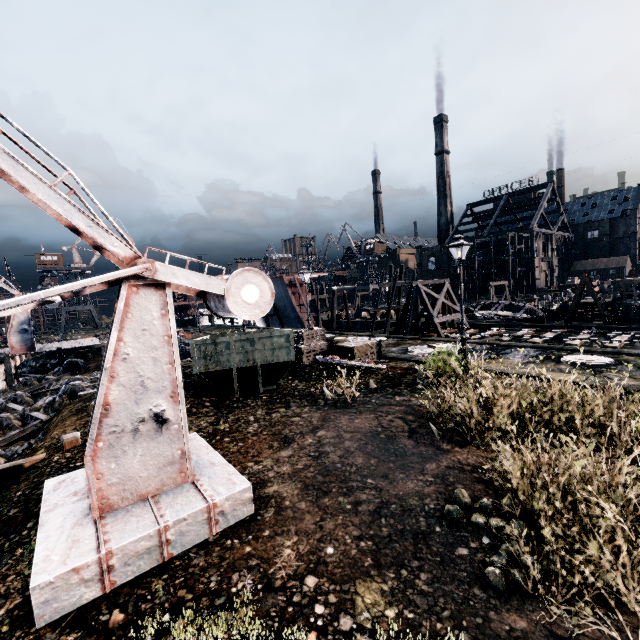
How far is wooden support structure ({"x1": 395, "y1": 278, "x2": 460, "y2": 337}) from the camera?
27.6m

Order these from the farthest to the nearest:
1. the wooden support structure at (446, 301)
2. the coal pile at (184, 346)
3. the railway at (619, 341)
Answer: the wooden support structure at (446, 301) → the coal pile at (184, 346) → the railway at (619, 341)

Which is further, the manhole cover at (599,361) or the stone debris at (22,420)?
the stone debris at (22,420)

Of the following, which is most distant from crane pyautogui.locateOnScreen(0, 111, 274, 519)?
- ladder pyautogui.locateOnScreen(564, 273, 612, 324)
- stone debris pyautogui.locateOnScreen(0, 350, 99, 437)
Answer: ladder pyautogui.locateOnScreen(564, 273, 612, 324)

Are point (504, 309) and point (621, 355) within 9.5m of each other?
no

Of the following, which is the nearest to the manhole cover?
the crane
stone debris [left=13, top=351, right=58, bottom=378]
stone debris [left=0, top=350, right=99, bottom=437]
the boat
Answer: the crane

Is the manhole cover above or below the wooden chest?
above

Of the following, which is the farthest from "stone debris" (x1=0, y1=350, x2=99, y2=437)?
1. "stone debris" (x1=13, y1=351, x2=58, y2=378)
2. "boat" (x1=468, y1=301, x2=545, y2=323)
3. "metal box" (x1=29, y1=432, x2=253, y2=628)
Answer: "boat" (x1=468, y1=301, x2=545, y2=323)
